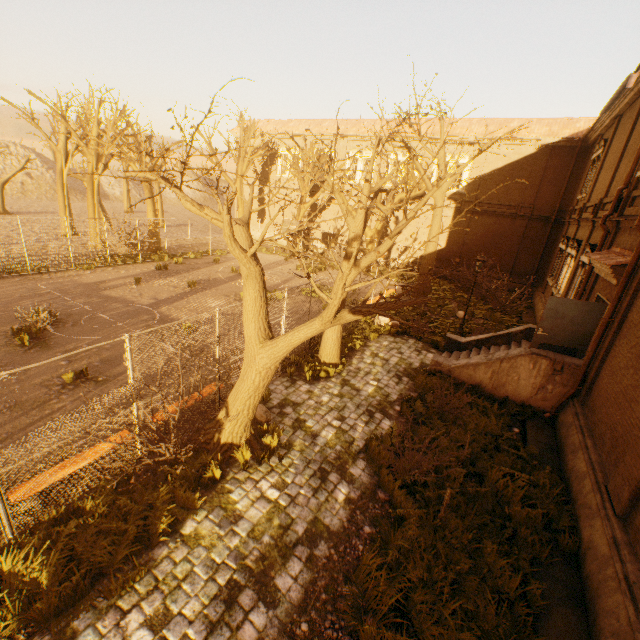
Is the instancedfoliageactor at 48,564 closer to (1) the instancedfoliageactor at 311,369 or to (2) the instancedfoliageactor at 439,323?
(1) the instancedfoliageactor at 311,369

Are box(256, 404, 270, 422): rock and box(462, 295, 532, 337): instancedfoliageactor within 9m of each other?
no

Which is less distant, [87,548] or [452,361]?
[87,548]

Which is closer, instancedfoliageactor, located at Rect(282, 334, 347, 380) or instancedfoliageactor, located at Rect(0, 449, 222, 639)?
instancedfoliageactor, located at Rect(0, 449, 222, 639)

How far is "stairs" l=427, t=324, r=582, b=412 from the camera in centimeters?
938cm

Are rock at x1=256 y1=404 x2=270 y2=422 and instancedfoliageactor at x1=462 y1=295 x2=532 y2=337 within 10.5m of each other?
no

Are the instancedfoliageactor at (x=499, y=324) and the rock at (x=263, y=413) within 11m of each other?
no

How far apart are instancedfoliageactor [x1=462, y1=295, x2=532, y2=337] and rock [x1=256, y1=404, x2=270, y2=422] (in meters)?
14.71
